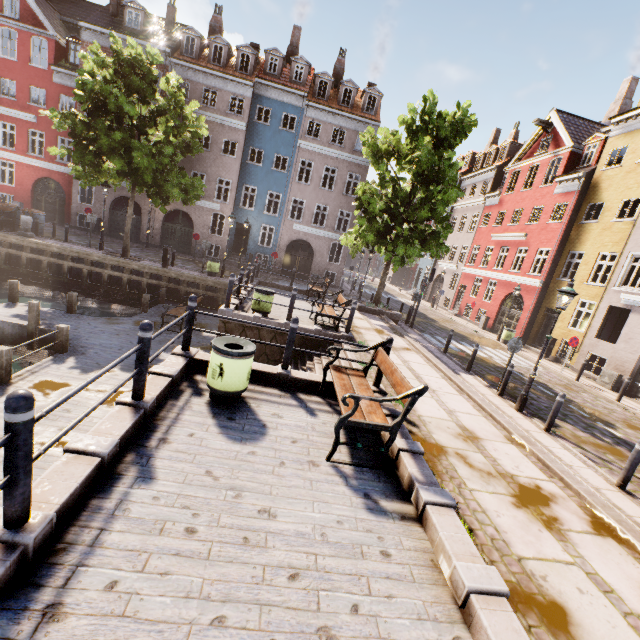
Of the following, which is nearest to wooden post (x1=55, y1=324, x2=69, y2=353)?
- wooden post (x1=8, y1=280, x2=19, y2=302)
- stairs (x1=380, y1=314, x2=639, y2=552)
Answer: wooden post (x1=8, y1=280, x2=19, y2=302)

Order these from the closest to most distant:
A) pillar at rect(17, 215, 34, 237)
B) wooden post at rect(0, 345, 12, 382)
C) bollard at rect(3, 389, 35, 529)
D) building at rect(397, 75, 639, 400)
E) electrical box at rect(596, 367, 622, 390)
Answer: bollard at rect(3, 389, 35, 529) < wooden post at rect(0, 345, 12, 382) < electrical box at rect(596, 367, 622, 390) < building at rect(397, 75, 639, 400) < pillar at rect(17, 215, 34, 237)

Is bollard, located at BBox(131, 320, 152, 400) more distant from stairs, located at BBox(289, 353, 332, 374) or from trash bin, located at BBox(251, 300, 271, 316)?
trash bin, located at BBox(251, 300, 271, 316)

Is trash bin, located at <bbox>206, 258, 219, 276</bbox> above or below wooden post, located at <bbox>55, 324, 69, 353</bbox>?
above

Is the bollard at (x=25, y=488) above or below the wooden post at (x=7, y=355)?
above

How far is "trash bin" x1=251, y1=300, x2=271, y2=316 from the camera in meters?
10.8

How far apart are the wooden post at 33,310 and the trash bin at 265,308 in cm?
704

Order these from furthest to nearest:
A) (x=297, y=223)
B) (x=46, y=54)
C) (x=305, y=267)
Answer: (x=46, y=54) < (x=305, y=267) < (x=297, y=223)
